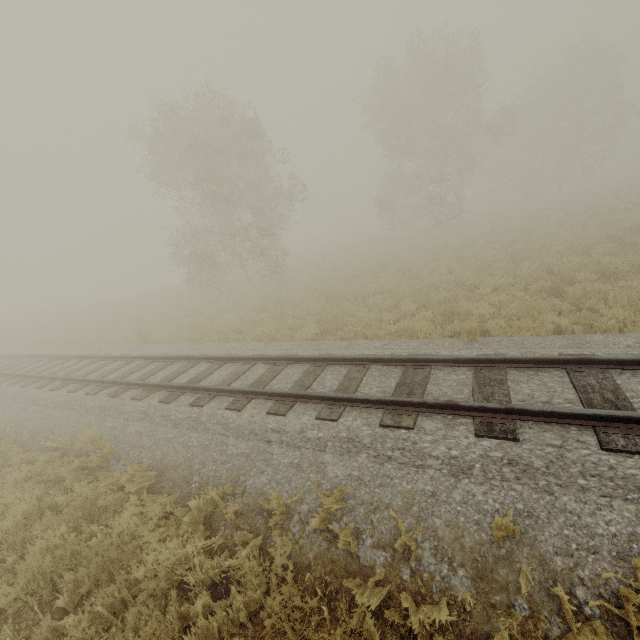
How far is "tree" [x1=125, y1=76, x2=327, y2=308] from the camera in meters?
18.3 m

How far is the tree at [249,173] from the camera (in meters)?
18.34

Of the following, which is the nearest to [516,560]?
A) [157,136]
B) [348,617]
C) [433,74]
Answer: [348,617]
